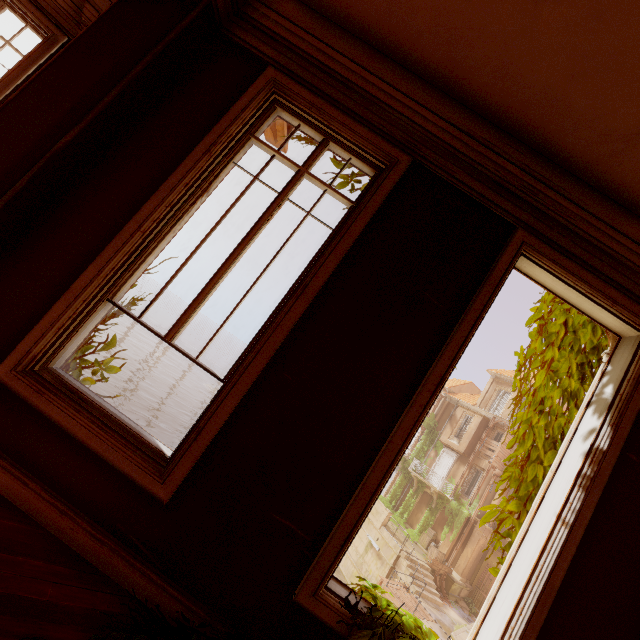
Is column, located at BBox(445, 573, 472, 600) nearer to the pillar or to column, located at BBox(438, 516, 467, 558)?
column, located at BBox(438, 516, 467, 558)

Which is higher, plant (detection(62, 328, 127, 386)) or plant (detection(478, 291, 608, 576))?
plant (detection(478, 291, 608, 576))

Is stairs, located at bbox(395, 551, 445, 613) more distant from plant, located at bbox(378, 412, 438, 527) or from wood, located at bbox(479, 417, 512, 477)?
wood, located at bbox(479, 417, 512, 477)

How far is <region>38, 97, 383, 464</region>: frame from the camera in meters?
2.1 m

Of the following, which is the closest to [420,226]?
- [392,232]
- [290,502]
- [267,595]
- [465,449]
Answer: [392,232]

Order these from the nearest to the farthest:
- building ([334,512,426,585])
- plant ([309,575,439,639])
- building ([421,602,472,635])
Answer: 1. plant ([309,575,439,639])
2. building ([421,602,472,635])
3. building ([334,512,426,585])

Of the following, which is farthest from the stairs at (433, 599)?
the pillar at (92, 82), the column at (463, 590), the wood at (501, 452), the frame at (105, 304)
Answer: the pillar at (92, 82)

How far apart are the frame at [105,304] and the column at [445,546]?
30.7m
